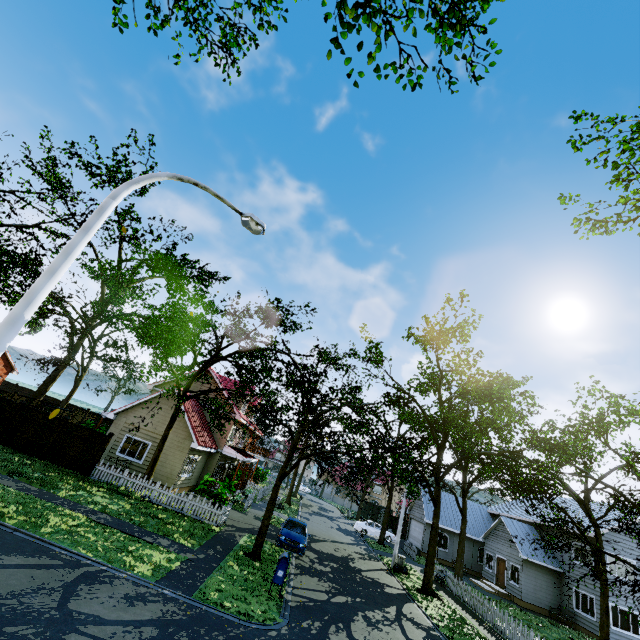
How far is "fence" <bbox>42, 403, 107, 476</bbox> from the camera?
18.2m

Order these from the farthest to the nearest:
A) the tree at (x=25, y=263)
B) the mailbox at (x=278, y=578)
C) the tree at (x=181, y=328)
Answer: the tree at (x=25, y=263) < the tree at (x=181, y=328) < the mailbox at (x=278, y=578)

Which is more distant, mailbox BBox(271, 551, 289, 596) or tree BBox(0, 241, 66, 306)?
tree BBox(0, 241, 66, 306)

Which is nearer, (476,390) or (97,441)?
(97,441)

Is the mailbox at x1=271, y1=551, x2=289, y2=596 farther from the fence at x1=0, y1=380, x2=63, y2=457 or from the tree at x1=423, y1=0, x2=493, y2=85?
the fence at x1=0, y1=380, x2=63, y2=457

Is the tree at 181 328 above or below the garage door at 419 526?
above

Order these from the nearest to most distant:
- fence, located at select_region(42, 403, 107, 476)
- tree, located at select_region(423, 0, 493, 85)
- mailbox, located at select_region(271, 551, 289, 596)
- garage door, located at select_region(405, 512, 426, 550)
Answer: tree, located at select_region(423, 0, 493, 85) < mailbox, located at select_region(271, 551, 289, 596) < fence, located at select_region(42, 403, 107, 476) < garage door, located at select_region(405, 512, 426, 550)

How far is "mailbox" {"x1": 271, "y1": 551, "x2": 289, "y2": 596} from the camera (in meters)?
11.77
